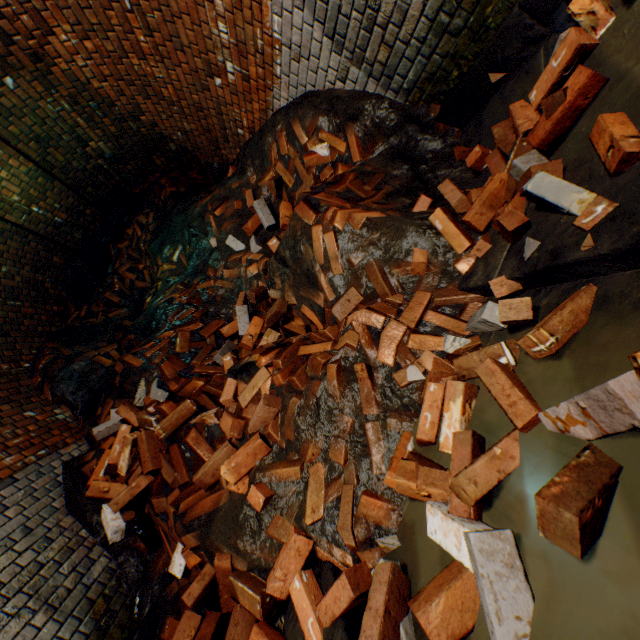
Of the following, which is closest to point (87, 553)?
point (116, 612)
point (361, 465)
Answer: point (116, 612)

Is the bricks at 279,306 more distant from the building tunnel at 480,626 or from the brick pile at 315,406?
the building tunnel at 480,626

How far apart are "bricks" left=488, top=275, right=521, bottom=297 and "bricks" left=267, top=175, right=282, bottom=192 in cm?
247

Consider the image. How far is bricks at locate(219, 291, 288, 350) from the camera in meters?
2.7 m

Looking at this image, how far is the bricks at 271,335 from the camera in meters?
2.6 m

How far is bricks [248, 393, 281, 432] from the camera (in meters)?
1.98

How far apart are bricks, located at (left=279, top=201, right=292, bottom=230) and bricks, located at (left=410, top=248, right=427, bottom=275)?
1.42m

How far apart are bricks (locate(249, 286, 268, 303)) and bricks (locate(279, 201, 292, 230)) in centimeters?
61cm
